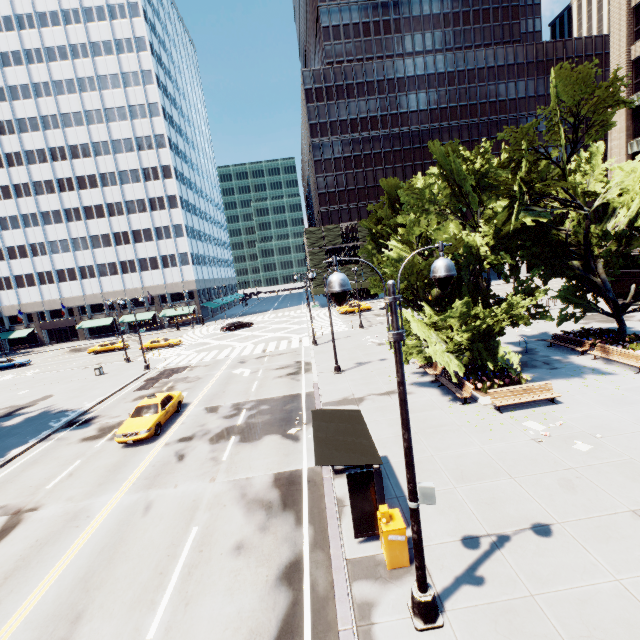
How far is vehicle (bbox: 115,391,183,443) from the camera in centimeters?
1622cm

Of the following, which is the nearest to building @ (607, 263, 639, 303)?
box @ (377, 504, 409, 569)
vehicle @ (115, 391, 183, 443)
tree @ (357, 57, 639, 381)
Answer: tree @ (357, 57, 639, 381)

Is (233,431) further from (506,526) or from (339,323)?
(339,323)

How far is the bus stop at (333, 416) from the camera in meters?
8.3

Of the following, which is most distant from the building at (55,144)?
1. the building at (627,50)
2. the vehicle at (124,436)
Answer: the building at (627,50)

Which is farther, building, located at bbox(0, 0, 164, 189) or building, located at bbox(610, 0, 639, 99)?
building, located at bbox(0, 0, 164, 189)

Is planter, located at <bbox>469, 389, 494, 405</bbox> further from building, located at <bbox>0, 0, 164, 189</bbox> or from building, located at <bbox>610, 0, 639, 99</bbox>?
building, located at <bbox>0, 0, 164, 189</bbox>

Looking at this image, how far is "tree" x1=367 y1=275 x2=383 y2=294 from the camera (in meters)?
18.41
